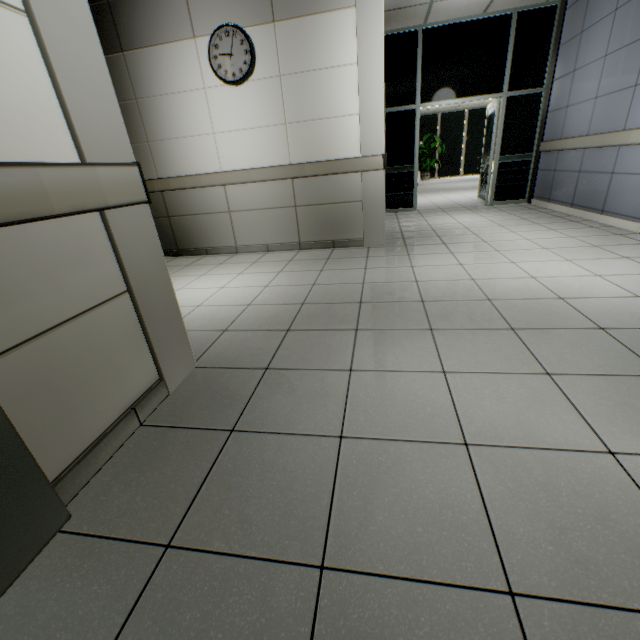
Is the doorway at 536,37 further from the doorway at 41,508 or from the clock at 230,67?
the doorway at 41,508

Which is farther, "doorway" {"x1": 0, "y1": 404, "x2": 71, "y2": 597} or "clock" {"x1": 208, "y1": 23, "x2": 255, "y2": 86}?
"clock" {"x1": 208, "y1": 23, "x2": 255, "y2": 86}

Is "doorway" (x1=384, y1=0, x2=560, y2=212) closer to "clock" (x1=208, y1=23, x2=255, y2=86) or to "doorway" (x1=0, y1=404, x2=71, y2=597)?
"clock" (x1=208, y1=23, x2=255, y2=86)

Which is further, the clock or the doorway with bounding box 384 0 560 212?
the doorway with bounding box 384 0 560 212

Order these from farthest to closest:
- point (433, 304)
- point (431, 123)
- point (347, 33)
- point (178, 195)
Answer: point (431, 123) → point (178, 195) → point (347, 33) → point (433, 304)

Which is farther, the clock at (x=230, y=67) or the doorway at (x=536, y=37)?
the doorway at (x=536, y=37)

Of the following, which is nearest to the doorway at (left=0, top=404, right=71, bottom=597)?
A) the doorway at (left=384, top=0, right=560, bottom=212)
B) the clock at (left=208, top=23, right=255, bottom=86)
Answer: the clock at (left=208, top=23, right=255, bottom=86)
